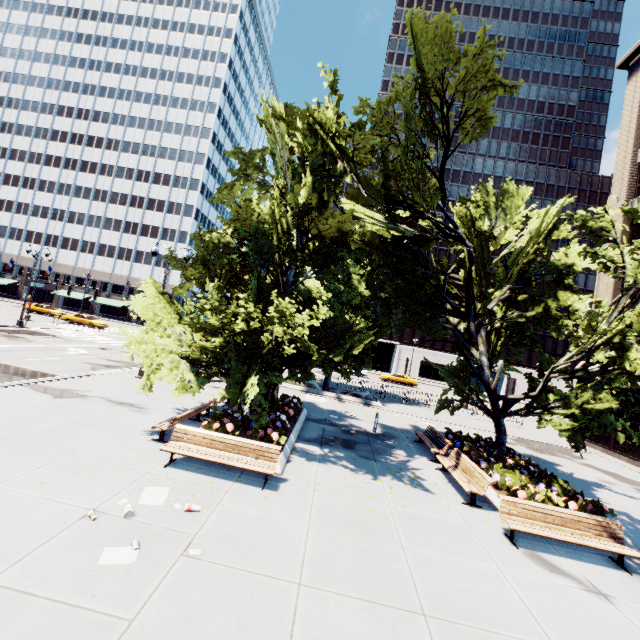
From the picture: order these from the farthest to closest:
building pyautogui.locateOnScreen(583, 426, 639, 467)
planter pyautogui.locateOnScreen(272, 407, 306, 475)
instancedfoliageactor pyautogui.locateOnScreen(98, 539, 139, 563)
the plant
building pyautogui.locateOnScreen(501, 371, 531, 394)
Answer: building pyautogui.locateOnScreen(501, 371, 531, 394), building pyautogui.locateOnScreen(583, 426, 639, 467), the plant, planter pyautogui.locateOnScreen(272, 407, 306, 475), instancedfoliageactor pyautogui.locateOnScreen(98, 539, 139, 563)

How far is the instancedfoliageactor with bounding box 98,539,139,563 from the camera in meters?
4.9

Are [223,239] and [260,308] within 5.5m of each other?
yes

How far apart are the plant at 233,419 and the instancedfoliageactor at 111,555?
5.4m

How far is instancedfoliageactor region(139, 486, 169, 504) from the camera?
6.50m

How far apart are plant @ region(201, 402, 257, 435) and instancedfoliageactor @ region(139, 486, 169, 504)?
3.48m

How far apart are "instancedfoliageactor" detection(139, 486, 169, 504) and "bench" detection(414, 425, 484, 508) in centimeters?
786cm

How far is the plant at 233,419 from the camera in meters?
9.9 m
